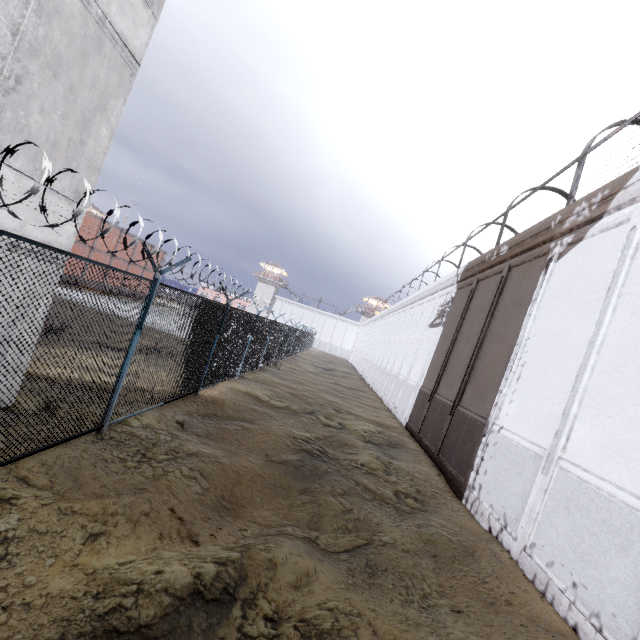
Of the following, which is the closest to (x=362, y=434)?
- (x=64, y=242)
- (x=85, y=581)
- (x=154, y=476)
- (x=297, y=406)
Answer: (x=297, y=406)

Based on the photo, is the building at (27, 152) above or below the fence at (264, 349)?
above

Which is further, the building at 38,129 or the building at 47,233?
the building at 47,233

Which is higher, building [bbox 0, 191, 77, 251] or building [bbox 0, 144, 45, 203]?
building [bbox 0, 144, 45, 203]

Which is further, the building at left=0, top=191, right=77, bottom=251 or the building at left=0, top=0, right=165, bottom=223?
the building at left=0, top=191, right=77, bottom=251

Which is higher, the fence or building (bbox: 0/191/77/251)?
building (bbox: 0/191/77/251)
